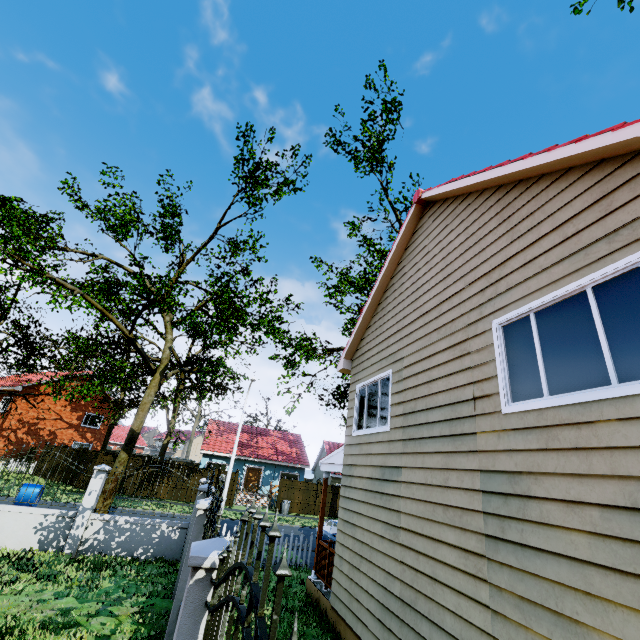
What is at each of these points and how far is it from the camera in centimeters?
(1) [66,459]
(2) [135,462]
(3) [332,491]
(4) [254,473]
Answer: (1) fence, 2522cm
(2) fence, 2402cm
(3) fence, 2766cm
(4) door, 3050cm

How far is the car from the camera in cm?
1348

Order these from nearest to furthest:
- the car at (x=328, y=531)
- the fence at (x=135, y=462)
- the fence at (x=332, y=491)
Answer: the fence at (x=135, y=462) → the car at (x=328, y=531) → the fence at (x=332, y=491)

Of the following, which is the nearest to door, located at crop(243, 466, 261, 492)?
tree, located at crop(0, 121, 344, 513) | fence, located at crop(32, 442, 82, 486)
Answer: fence, located at crop(32, 442, 82, 486)

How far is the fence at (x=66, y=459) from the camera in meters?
10.3

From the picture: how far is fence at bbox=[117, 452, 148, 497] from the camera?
10.8 meters

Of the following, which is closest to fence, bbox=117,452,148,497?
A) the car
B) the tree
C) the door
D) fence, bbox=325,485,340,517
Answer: fence, bbox=325,485,340,517
